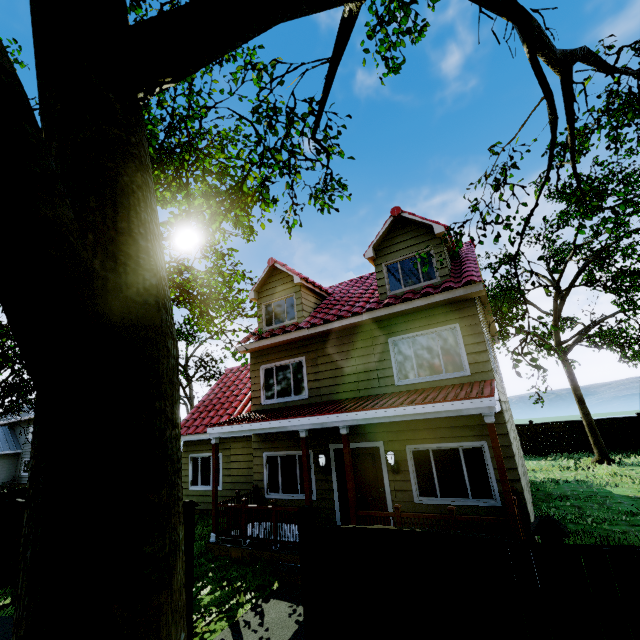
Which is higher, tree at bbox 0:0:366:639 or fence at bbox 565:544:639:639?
tree at bbox 0:0:366:639

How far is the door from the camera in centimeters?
880cm

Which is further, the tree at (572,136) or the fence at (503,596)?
the tree at (572,136)

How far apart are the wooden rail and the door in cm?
203

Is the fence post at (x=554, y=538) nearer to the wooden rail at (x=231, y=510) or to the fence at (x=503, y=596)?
the fence at (x=503, y=596)

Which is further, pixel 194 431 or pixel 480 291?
pixel 194 431

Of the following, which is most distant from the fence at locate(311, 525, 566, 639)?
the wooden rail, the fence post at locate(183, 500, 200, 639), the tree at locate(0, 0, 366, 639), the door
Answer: the door

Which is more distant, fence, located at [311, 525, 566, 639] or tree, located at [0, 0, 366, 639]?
fence, located at [311, 525, 566, 639]
